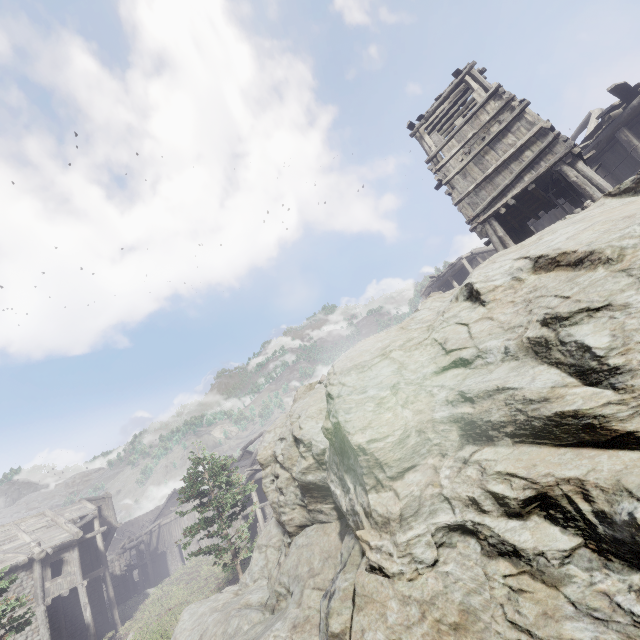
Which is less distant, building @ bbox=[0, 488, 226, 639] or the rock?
the rock

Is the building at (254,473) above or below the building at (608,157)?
below

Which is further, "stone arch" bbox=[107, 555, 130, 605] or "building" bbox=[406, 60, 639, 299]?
"stone arch" bbox=[107, 555, 130, 605]

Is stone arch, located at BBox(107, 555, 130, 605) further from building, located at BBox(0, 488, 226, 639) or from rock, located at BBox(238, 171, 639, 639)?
rock, located at BBox(238, 171, 639, 639)

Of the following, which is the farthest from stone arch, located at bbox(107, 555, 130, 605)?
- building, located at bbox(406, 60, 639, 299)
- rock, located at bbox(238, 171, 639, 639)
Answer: rock, located at bbox(238, 171, 639, 639)

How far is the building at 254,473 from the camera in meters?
26.5 m

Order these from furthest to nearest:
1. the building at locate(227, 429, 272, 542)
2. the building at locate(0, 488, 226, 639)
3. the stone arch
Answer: the stone arch < the building at locate(227, 429, 272, 542) < the building at locate(0, 488, 226, 639)

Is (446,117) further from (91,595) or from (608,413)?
(91,595)
